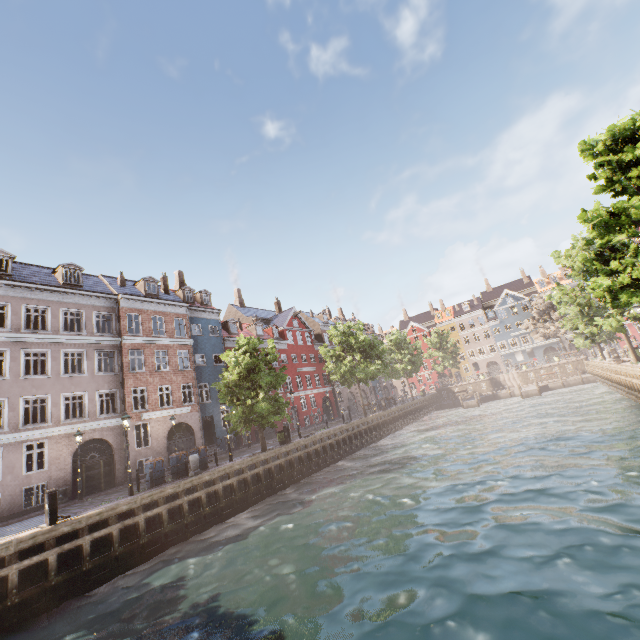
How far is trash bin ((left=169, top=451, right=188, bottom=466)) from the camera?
18.2 meters

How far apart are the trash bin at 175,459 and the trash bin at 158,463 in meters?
0.5

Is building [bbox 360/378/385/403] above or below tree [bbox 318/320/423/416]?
below

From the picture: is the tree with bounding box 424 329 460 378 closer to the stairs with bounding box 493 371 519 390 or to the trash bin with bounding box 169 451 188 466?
the trash bin with bounding box 169 451 188 466

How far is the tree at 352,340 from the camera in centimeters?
3278cm

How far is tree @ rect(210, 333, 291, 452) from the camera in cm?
2069

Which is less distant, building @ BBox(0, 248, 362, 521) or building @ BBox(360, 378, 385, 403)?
building @ BBox(0, 248, 362, 521)

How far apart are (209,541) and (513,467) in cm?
1370
